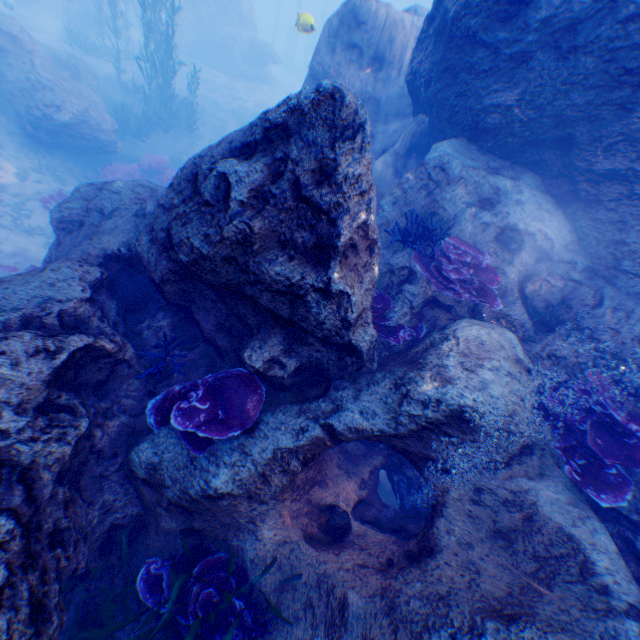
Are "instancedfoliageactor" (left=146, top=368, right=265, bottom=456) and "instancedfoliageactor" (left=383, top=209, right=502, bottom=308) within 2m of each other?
no

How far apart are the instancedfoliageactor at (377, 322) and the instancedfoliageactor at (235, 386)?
1.9m

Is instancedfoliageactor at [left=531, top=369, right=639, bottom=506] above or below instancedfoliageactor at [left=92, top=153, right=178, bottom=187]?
above

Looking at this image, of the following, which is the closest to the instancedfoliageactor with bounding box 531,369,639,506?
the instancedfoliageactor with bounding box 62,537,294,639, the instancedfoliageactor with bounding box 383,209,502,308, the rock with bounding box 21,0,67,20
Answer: the rock with bounding box 21,0,67,20

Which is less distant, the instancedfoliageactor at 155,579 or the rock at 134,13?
the instancedfoliageactor at 155,579

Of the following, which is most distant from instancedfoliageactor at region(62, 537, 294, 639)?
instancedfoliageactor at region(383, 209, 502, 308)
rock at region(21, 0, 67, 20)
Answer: instancedfoliageactor at region(383, 209, 502, 308)

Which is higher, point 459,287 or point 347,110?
point 347,110

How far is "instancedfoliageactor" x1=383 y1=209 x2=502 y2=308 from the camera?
4.9m
